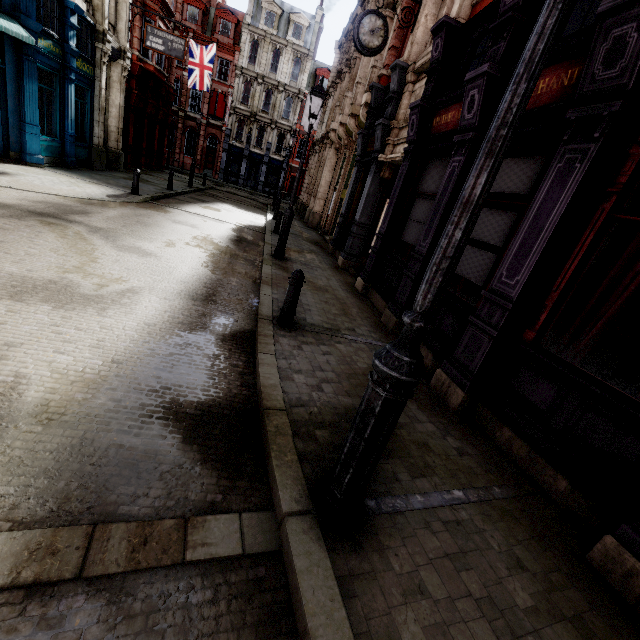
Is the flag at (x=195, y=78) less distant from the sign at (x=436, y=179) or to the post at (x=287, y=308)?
the sign at (x=436, y=179)

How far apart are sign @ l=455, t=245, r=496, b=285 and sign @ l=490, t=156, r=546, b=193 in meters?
0.9 m

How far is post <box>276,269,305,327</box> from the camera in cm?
517

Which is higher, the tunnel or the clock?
the clock

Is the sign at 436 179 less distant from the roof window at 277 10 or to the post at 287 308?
the post at 287 308

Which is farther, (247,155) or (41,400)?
(247,155)

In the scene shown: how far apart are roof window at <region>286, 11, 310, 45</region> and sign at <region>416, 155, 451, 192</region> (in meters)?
41.28

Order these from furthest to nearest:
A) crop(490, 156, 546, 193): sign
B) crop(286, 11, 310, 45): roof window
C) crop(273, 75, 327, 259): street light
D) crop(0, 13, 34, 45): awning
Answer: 1. crop(286, 11, 310, 45): roof window
2. crop(0, 13, 34, 45): awning
3. crop(273, 75, 327, 259): street light
4. crop(490, 156, 546, 193): sign
